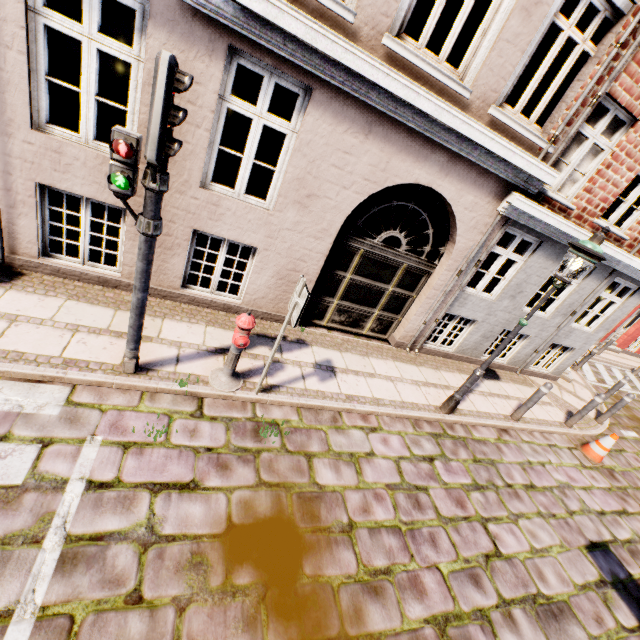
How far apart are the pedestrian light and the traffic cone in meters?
9.5 m

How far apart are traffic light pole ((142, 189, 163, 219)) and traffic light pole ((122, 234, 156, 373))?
0.18m

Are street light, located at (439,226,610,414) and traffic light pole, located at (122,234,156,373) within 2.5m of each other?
no

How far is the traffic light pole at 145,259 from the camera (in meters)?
3.30

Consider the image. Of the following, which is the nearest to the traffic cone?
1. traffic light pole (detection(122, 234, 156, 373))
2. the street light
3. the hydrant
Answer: the street light

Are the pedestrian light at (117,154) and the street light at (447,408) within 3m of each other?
no

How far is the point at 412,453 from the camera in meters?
5.2 m

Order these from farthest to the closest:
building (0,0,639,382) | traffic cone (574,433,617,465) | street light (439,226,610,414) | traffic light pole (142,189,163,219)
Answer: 1. traffic cone (574,433,617,465)
2. street light (439,226,610,414)
3. building (0,0,639,382)
4. traffic light pole (142,189,163,219)
